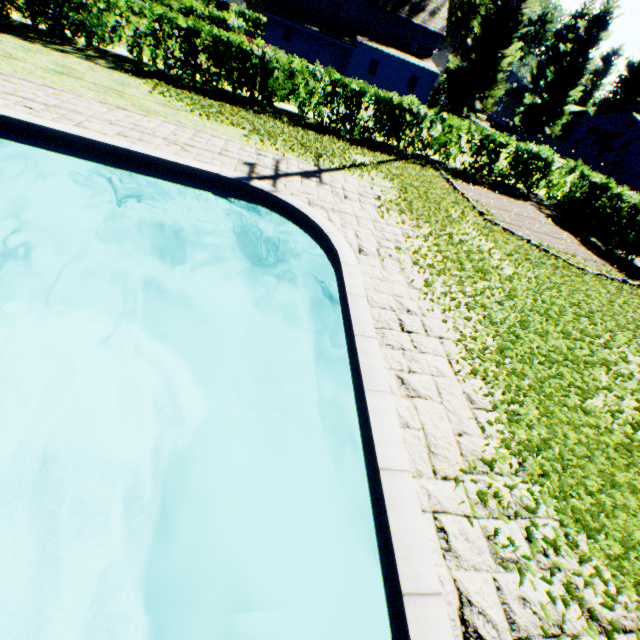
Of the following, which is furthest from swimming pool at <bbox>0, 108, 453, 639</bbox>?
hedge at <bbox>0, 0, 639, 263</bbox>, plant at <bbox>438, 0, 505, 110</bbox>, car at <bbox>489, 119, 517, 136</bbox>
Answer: car at <bbox>489, 119, 517, 136</bbox>

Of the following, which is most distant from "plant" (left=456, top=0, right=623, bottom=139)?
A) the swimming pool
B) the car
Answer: the swimming pool

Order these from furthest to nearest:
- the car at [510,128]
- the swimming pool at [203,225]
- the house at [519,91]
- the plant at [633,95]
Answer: the house at [519,91] → the plant at [633,95] → the car at [510,128] → the swimming pool at [203,225]

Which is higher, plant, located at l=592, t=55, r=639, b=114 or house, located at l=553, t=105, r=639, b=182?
plant, located at l=592, t=55, r=639, b=114

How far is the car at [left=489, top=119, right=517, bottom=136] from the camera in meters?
45.0 m

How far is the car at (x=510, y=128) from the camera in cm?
4503

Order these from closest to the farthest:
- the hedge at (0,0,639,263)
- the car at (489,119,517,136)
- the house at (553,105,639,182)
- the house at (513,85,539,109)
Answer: the hedge at (0,0,639,263)
the house at (553,105,639,182)
the car at (489,119,517,136)
the house at (513,85,539,109)

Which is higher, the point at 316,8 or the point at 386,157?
the point at 316,8
